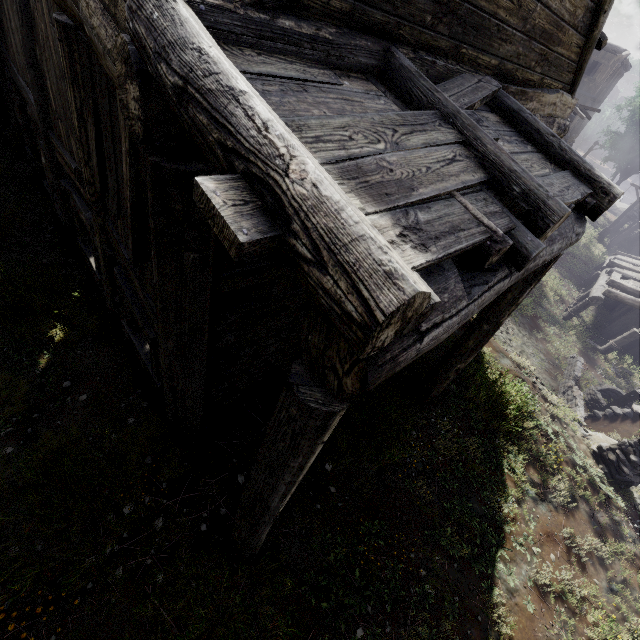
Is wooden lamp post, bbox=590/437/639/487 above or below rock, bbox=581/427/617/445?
above

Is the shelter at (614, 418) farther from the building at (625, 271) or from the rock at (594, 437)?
the building at (625, 271)

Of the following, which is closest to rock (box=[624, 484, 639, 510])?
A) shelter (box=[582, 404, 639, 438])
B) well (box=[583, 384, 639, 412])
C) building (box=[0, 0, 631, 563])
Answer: shelter (box=[582, 404, 639, 438])

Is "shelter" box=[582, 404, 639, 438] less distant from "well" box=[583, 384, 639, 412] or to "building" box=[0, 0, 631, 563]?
"well" box=[583, 384, 639, 412]

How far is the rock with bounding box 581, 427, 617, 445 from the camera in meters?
8.1

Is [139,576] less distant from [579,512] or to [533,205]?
[533,205]

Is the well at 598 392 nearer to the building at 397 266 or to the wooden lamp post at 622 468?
the building at 397 266

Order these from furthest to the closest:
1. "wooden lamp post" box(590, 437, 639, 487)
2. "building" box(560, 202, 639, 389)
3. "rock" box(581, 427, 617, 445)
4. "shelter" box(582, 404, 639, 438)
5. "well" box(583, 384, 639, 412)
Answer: "building" box(560, 202, 639, 389) < "well" box(583, 384, 639, 412) < "shelter" box(582, 404, 639, 438) < "rock" box(581, 427, 617, 445) < "wooden lamp post" box(590, 437, 639, 487)
